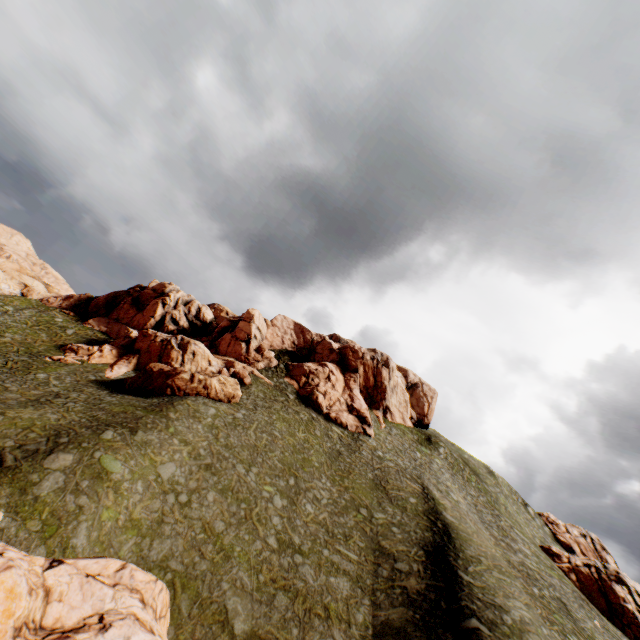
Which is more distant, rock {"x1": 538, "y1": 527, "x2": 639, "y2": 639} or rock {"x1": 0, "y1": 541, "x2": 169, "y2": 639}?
rock {"x1": 538, "y1": 527, "x2": 639, "y2": 639}

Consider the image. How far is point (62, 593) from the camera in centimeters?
990cm

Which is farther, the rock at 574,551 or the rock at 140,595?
the rock at 574,551

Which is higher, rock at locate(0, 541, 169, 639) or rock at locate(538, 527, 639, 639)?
rock at locate(538, 527, 639, 639)

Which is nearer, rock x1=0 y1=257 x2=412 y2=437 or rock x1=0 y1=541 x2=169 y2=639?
rock x1=0 y1=541 x2=169 y2=639

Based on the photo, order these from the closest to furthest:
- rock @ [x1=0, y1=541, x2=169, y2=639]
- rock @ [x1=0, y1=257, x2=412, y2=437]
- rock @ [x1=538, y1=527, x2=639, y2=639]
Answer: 1. rock @ [x1=0, y1=541, x2=169, y2=639]
2. rock @ [x1=0, y1=257, x2=412, y2=437]
3. rock @ [x1=538, y1=527, x2=639, y2=639]

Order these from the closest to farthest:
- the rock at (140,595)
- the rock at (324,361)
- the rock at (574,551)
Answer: the rock at (140,595)
the rock at (324,361)
the rock at (574,551)
